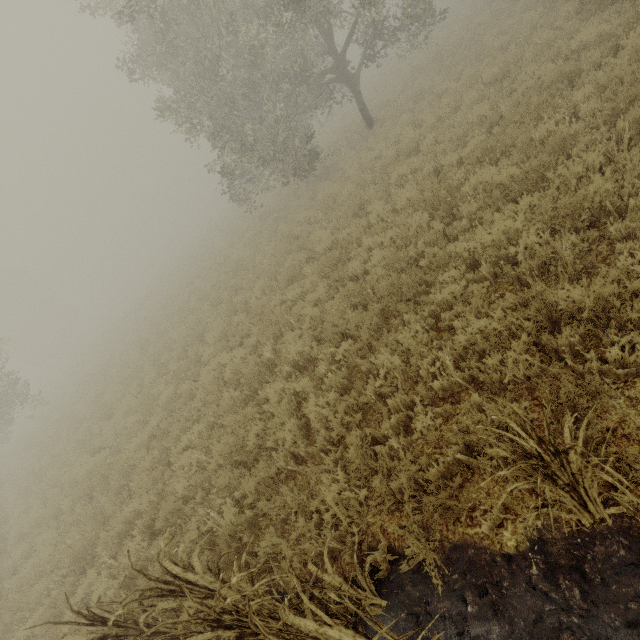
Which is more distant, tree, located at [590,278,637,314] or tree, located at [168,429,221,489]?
tree, located at [168,429,221,489]

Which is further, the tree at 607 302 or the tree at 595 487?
the tree at 607 302

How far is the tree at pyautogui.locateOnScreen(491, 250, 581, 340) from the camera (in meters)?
3.56

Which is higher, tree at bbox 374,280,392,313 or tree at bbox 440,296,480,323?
tree at bbox 374,280,392,313

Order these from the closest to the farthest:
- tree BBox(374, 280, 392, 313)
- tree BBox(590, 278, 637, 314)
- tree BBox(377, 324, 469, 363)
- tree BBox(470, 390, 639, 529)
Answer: tree BBox(470, 390, 639, 529), tree BBox(590, 278, 637, 314), tree BBox(377, 324, 469, 363), tree BBox(374, 280, 392, 313)

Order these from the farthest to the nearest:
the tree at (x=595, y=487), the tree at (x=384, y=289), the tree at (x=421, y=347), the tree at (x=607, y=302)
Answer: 1. the tree at (x=384, y=289)
2. the tree at (x=421, y=347)
3. the tree at (x=607, y=302)
4. the tree at (x=595, y=487)

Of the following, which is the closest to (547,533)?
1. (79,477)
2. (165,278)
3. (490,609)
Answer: (490,609)
